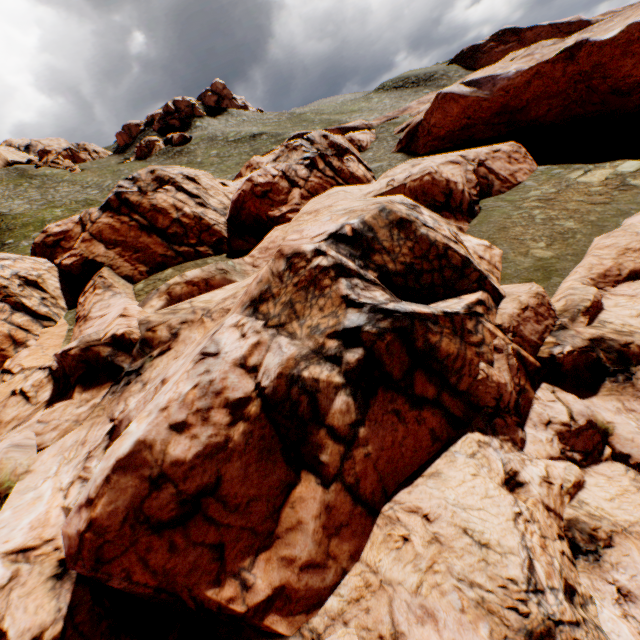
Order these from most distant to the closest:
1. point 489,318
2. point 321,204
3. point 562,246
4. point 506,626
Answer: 1. point 321,204
2. point 562,246
3. point 489,318
4. point 506,626
